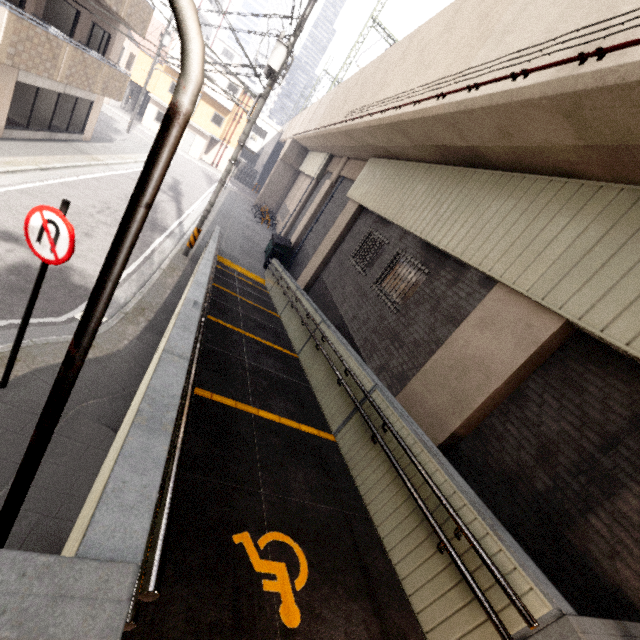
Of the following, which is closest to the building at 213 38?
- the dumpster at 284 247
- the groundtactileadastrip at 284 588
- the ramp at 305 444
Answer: the dumpster at 284 247

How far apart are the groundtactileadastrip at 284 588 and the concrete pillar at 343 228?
11.35m

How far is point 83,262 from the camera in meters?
8.3 m

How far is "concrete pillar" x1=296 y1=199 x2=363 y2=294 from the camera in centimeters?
1286cm

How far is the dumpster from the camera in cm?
1742

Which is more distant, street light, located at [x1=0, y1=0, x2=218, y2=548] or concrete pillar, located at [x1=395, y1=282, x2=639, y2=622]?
concrete pillar, located at [x1=395, y1=282, x2=639, y2=622]

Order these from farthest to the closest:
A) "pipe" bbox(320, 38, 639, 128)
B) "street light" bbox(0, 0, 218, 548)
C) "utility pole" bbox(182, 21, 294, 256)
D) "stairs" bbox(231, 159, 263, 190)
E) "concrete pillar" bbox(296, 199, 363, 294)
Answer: "stairs" bbox(231, 159, 263, 190) < "concrete pillar" bbox(296, 199, 363, 294) < "utility pole" bbox(182, 21, 294, 256) < "pipe" bbox(320, 38, 639, 128) < "street light" bbox(0, 0, 218, 548)

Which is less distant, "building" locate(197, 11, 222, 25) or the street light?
the street light
